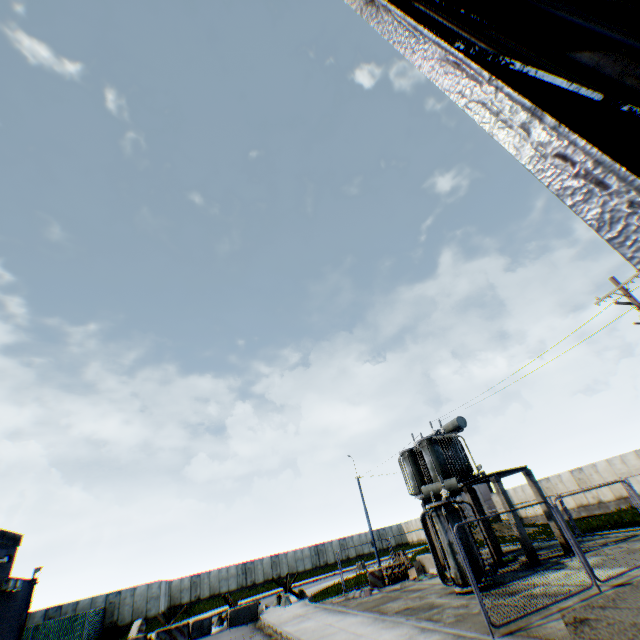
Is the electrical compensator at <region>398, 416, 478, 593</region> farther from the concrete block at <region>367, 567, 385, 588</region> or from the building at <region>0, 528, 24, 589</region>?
the building at <region>0, 528, 24, 589</region>

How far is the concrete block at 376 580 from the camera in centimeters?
1831cm

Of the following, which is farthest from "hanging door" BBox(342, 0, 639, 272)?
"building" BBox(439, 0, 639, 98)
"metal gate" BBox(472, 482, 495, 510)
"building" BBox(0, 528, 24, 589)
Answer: "metal gate" BBox(472, 482, 495, 510)

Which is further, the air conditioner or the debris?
the air conditioner

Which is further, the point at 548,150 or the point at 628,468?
the point at 628,468

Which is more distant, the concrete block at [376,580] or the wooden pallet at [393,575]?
the wooden pallet at [393,575]

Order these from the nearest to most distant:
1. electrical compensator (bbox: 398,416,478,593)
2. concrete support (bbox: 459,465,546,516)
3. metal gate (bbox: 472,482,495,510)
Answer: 1. electrical compensator (bbox: 398,416,478,593)
2. concrete support (bbox: 459,465,546,516)
3. metal gate (bbox: 472,482,495,510)

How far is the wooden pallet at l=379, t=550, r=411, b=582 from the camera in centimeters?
1883cm
